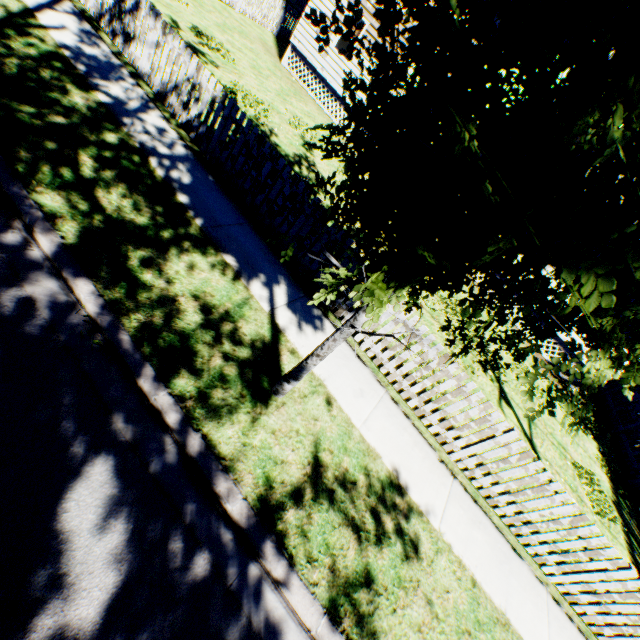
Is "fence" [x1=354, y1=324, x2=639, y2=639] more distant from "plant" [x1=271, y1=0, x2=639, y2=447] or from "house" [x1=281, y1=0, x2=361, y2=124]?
"house" [x1=281, y1=0, x2=361, y2=124]

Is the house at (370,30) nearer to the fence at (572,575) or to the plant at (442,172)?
the plant at (442,172)

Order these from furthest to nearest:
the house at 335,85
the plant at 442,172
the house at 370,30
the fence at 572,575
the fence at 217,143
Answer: the house at 335,85
the house at 370,30
the fence at 217,143
the fence at 572,575
the plant at 442,172

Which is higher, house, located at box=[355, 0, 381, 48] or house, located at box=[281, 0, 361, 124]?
house, located at box=[355, 0, 381, 48]

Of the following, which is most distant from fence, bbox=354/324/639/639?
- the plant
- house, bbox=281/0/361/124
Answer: Answer: house, bbox=281/0/361/124

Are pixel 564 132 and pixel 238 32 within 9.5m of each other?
no
